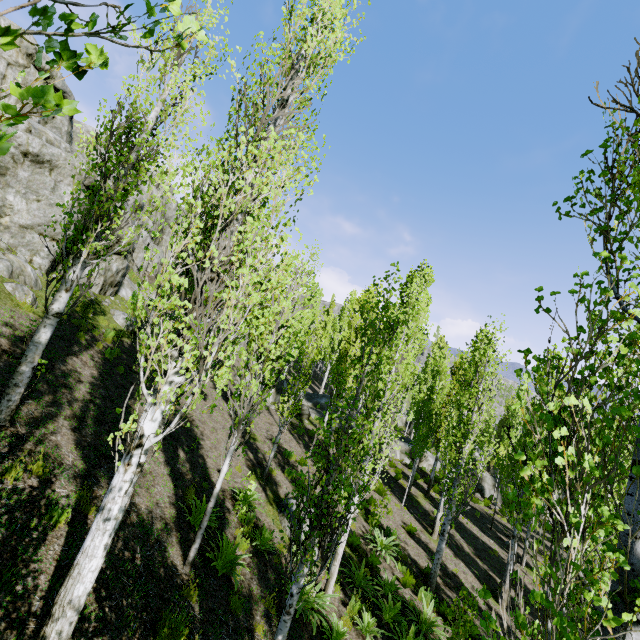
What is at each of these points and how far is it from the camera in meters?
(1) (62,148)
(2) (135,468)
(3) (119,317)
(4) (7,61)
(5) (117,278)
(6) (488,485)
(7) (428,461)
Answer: (1) rock, 15.3
(2) instancedfoliageactor, 3.8
(3) rock, 17.2
(4) rock, 17.7
(5) rock, 19.5
(6) rock, 27.3
(7) rock, 27.1

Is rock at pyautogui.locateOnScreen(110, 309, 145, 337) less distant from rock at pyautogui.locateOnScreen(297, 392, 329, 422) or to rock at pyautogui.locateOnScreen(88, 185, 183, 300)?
rock at pyautogui.locateOnScreen(88, 185, 183, 300)

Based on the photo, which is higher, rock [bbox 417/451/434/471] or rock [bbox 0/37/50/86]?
rock [bbox 0/37/50/86]

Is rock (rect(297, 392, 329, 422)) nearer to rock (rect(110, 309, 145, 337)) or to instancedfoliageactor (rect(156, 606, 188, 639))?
instancedfoliageactor (rect(156, 606, 188, 639))

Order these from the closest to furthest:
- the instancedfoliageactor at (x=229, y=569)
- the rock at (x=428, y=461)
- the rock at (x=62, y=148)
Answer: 1. the instancedfoliageactor at (x=229, y=569)
2. the rock at (x=62, y=148)
3. the rock at (x=428, y=461)

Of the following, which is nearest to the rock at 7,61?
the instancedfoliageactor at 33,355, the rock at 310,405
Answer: the instancedfoliageactor at 33,355

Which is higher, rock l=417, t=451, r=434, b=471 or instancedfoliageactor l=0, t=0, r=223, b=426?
instancedfoliageactor l=0, t=0, r=223, b=426

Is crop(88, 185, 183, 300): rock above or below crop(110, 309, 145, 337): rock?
above
